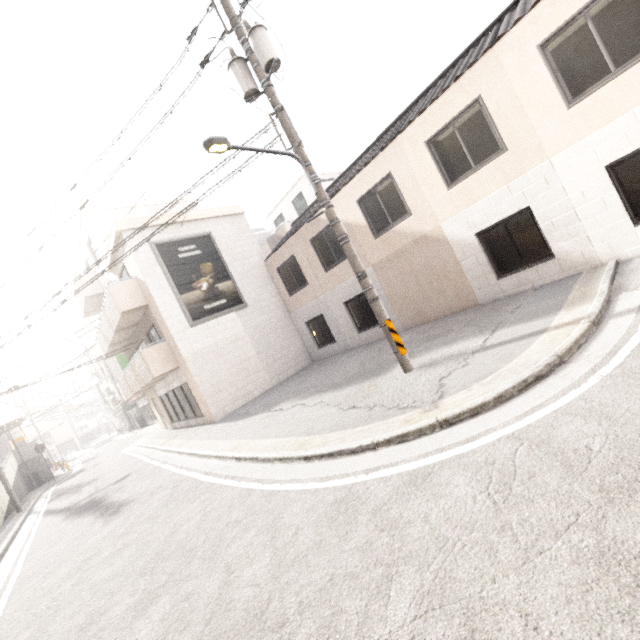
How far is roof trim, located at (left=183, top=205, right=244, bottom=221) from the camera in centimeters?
1493cm

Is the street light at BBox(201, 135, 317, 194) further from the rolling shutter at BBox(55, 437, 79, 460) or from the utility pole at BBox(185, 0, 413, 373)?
the rolling shutter at BBox(55, 437, 79, 460)

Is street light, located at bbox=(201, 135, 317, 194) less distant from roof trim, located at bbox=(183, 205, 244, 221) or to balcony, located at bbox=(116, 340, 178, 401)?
roof trim, located at bbox=(183, 205, 244, 221)

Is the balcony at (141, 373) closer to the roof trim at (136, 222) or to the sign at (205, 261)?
the sign at (205, 261)

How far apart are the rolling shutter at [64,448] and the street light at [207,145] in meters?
58.8 m

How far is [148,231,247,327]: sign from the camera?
13.6m

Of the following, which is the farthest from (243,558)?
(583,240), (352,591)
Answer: (583,240)

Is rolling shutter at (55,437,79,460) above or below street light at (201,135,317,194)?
below
